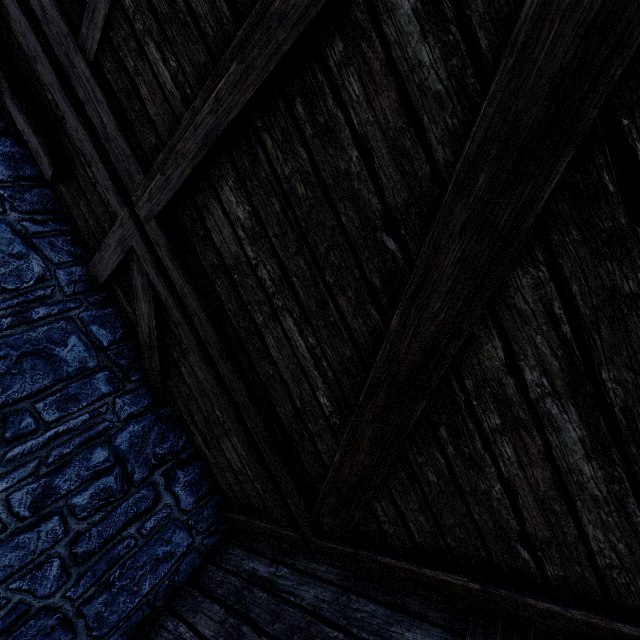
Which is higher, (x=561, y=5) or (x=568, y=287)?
(x=561, y=5)

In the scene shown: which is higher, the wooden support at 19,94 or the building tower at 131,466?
the wooden support at 19,94

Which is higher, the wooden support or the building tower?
the wooden support
